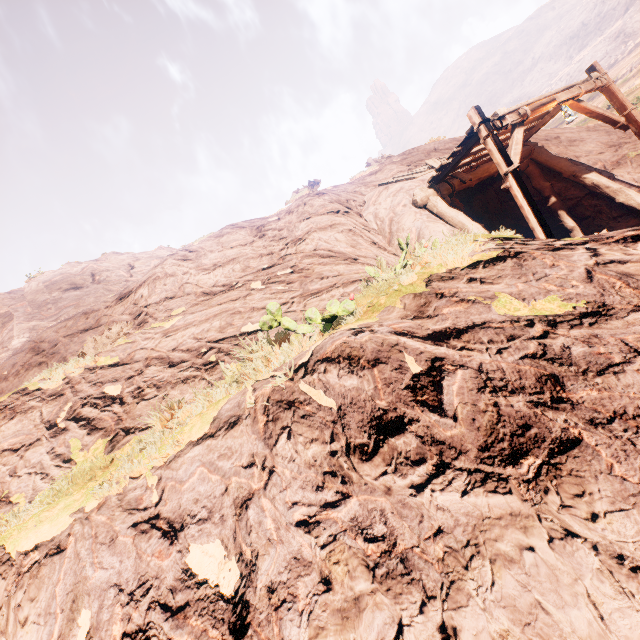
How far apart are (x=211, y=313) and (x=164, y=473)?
4.89m
